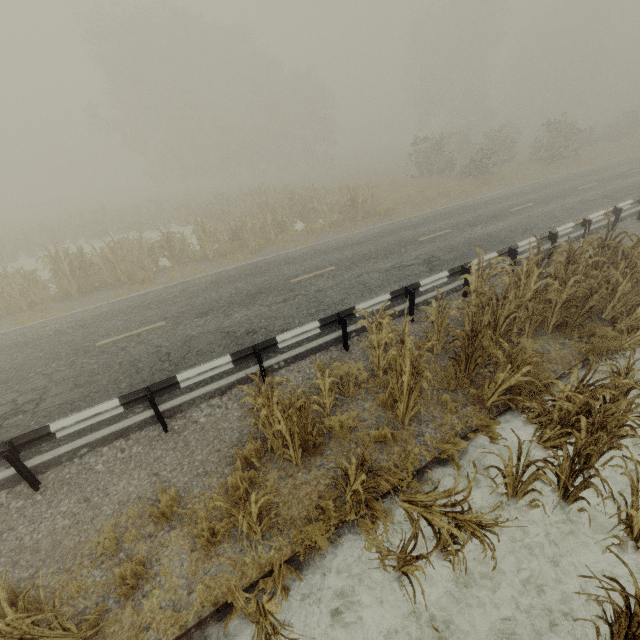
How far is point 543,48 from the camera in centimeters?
4856cm

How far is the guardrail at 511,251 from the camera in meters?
9.3

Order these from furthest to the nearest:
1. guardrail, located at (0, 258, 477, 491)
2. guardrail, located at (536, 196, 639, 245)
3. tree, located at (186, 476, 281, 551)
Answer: guardrail, located at (536, 196, 639, 245)
guardrail, located at (0, 258, 477, 491)
tree, located at (186, 476, 281, 551)

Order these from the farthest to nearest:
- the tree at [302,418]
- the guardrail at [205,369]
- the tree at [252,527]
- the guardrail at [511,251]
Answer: the guardrail at [511,251]
the guardrail at [205,369]
the tree at [302,418]
the tree at [252,527]

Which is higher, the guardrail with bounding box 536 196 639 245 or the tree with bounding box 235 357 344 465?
the guardrail with bounding box 536 196 639 245

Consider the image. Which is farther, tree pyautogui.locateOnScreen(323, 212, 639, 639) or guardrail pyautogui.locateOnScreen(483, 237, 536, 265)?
guardrail pyautogui.locateOnScreen(483, 237, 536, 265)

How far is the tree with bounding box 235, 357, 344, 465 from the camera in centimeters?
447cm
